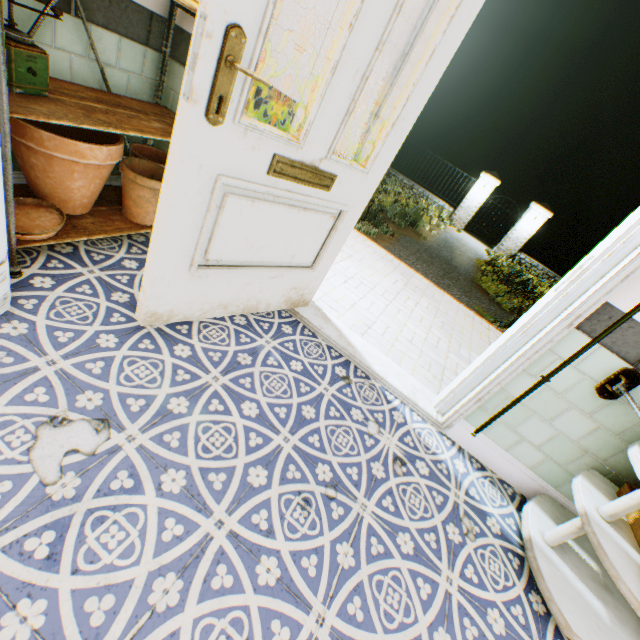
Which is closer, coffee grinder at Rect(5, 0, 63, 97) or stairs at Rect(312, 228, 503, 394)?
coffee grinder at Rect(5, 0, 63, 97)

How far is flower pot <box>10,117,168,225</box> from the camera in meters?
1.4 m

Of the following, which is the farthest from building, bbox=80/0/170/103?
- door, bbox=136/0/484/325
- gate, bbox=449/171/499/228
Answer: gate, bbox=449/171/499/228

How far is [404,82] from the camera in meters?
1.5 m

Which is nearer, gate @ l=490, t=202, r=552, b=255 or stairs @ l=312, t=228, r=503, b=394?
stairs @ l=312, t=228, r=503, b=394

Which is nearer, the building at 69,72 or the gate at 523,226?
the building at 69,72

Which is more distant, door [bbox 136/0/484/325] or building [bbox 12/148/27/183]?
building [bbox 12/148/27/183]

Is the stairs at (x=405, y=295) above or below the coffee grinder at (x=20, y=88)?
below
